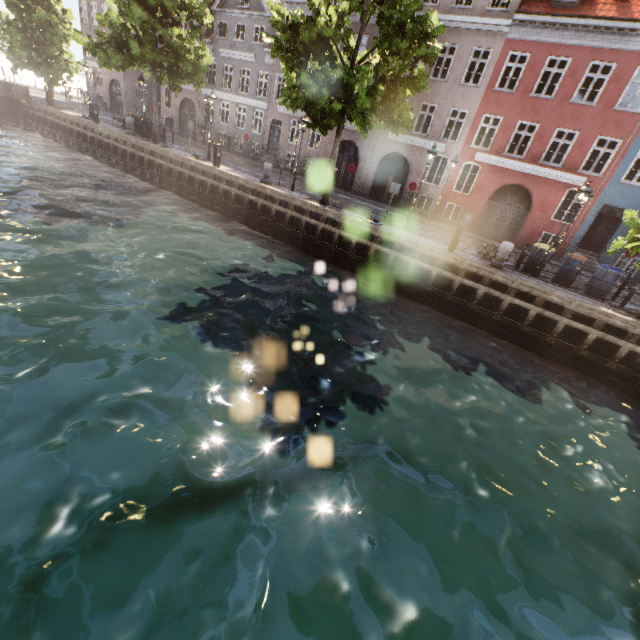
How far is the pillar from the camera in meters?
13.0 m

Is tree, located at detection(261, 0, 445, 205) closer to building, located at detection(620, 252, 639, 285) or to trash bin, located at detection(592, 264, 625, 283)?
trash bin, located at detection(592, 264, 625, 283)

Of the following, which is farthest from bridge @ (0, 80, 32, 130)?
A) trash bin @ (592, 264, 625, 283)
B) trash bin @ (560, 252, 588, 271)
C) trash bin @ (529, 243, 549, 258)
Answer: trash bin @ (592, 264, 625, 283)

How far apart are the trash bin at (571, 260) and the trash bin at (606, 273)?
0.4 meters

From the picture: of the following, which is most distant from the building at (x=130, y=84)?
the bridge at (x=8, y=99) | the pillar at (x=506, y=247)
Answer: the bridge at (x=8, y=99)

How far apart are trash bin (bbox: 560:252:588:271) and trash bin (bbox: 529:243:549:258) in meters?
0.4 m

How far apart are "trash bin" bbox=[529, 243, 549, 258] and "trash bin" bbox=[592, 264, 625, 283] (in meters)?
1.64

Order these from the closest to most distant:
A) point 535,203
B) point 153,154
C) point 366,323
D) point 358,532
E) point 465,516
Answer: point 358,532 → point 465,516 → point 366,323 → point 535,203 → point 153,154
